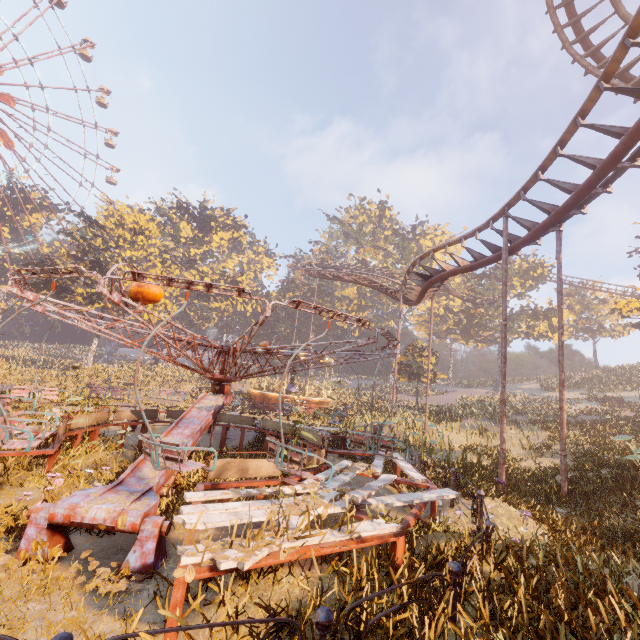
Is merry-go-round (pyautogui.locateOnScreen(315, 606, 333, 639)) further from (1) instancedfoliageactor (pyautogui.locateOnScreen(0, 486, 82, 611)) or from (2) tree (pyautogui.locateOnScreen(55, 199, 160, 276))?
(2) tree (pyautogui.locateOnScreen(55, 199, 160, 276))

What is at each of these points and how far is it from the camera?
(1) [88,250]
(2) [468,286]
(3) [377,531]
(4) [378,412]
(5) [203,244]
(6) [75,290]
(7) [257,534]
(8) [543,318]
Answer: (1) tree, 36.72m
(2) instancedfoliageactor, 52.16m
(3) merry-go-round, 4.63m
(4) instancedfoliageactor, 25.58m
(5) instancedfoliageactor, 53.16m
(6) tree, 34.72m
(7) instancedfoliageactor, 3.84m
(8) instancedfoliageactor, 42.88m

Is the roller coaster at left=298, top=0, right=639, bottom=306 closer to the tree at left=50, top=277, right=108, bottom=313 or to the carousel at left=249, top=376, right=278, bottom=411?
the carousel at left=249, top=376, right=278, bottom=411

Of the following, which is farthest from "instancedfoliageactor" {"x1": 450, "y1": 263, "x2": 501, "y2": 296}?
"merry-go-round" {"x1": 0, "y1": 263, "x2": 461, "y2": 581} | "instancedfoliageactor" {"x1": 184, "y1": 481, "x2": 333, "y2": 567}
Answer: "instancedfoliageactor" {"x1": 184, "y1": 481, "x2": 333, "y2": 567}

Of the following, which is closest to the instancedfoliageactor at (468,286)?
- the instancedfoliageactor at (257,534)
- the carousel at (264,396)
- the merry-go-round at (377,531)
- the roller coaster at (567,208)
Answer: the carousel at (264,396)

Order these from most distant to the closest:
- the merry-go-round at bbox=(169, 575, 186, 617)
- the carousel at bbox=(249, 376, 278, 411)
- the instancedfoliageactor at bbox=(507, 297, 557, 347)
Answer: the instancedfoliageactor at bbox=(507, 297, 557, 347), the carousel at bbox=(249, 376, 278, 411), the merry-go-round at bbox=(169, 575, 186, 617)

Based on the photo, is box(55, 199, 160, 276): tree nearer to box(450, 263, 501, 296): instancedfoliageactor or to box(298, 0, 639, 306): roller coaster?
box(450, 263, 501, 296): instancedfoliageactor

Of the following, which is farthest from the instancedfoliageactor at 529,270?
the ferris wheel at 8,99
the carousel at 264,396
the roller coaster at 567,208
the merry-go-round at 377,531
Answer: the merry-go-round at 377,531
